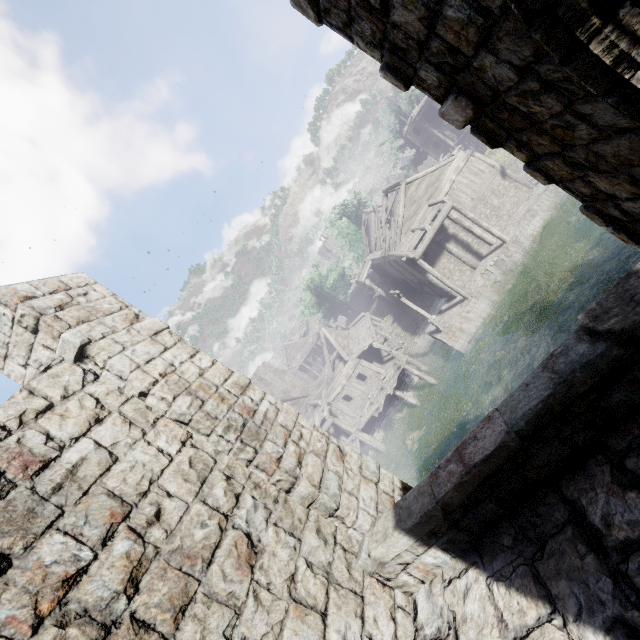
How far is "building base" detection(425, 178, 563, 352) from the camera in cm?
2156

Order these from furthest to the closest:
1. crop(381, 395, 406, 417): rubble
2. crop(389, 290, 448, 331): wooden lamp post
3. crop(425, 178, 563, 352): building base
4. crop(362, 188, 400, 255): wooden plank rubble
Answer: crop(381, 395, 406, 417): rubble → crop(362, 188, 400, 255): wooden plank rubble → crop(389, 290, 448, 331): wooden lamp post → crop(425, 178, 563, 352): building base

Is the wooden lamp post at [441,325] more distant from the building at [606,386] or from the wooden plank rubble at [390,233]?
the wooden plank rubble at [390,233]

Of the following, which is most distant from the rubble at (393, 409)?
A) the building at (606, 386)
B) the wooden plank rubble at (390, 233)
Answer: the wooden plank rubble at (390, 233)

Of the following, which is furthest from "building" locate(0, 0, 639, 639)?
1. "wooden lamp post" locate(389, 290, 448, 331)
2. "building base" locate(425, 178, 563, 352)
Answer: "wooden lamp post" locate(389, 290, 448, 331)

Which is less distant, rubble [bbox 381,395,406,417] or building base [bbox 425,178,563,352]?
building base [bbox 425,178,563,352]

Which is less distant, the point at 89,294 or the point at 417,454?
the point at 89,294

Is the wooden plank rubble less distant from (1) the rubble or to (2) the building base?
(2) the building base
